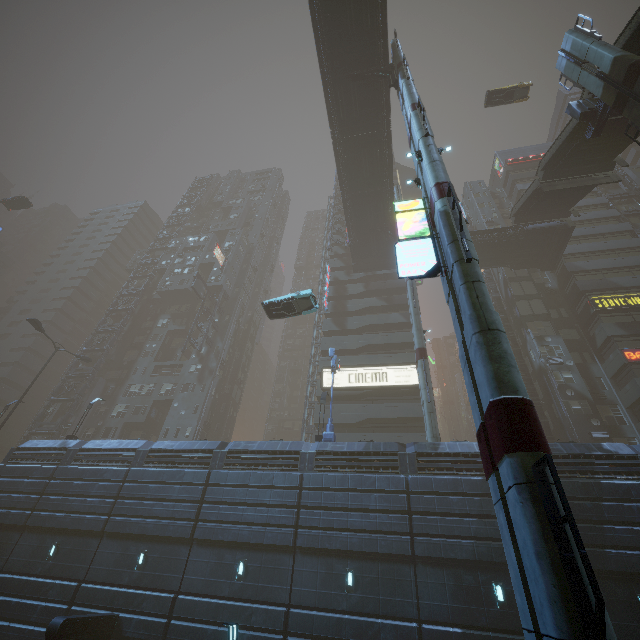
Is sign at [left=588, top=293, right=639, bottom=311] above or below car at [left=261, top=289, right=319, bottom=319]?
above

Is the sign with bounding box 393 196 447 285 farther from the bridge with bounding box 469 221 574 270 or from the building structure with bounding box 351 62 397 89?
the building structure with bounding box 351 62 397 89

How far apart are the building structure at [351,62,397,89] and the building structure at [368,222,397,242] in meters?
14.7

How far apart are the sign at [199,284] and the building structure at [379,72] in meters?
32.5

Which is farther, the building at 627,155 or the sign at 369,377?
the building at 627,155

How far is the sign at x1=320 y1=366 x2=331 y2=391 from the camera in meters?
34.8 m

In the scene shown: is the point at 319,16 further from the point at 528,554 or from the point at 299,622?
the point at 299,622

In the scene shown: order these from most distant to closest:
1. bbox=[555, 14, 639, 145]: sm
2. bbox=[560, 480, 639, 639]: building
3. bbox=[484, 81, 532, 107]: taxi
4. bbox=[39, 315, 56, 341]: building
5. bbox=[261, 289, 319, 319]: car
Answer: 1. bbox=[39, 315, 56, 341]: building
2. bbox=[484, 81, 532, 107]: taxi
3. bbox=[261, 289, 319, 319]: car
4. bbox=[555, 14, 639, 145]: sm
5. bbox=[560, 480, 639, 639]: building
